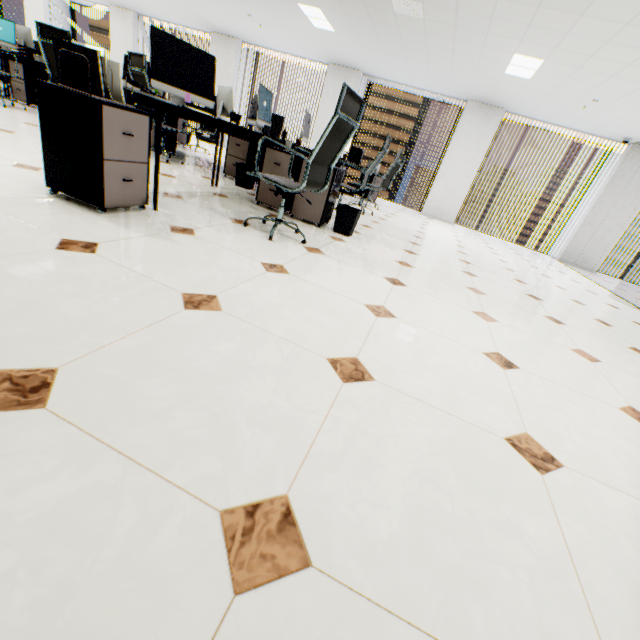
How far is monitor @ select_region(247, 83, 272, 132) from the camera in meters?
4.0

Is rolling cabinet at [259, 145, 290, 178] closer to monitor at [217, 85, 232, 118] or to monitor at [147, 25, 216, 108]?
monitor at [147, 25, 216, 108]

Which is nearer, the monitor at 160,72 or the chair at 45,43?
the monitor at 160,72

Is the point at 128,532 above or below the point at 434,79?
below

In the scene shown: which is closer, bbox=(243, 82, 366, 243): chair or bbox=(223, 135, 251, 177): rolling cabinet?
bbox=(243, 82, 366, 243): chair

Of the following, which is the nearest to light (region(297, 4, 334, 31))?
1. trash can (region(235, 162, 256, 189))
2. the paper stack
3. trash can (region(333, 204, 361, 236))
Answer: trash can (region(235, 162, 256, 189))

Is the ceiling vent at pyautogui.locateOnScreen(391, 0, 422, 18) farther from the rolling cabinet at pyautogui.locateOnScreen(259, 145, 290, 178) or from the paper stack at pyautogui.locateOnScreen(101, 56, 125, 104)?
the paper stack at pyautogui.locateOnScreen(101, 56, 125, 104)

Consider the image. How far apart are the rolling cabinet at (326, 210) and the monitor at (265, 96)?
0.56m
